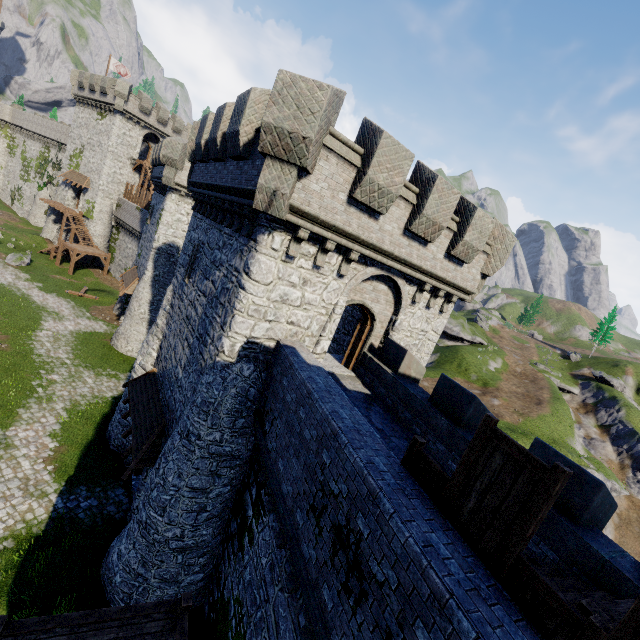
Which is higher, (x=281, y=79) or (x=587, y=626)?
(x=281, y=79)

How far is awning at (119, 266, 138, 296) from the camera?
27.02m

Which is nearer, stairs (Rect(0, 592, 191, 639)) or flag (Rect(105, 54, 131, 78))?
stairs (Rect(0, 592, 191, 639))

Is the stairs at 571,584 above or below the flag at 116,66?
below

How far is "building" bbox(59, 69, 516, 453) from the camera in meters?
8.4 m

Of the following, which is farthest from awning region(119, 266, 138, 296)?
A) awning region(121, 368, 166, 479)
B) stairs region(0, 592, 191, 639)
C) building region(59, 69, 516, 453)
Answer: stairs region(0, 592, 191, 639)

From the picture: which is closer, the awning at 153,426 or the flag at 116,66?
the awning at 153,426

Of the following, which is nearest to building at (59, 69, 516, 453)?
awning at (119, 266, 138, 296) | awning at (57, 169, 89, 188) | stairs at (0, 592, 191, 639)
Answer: awning at (119, 266, 138, 296)
